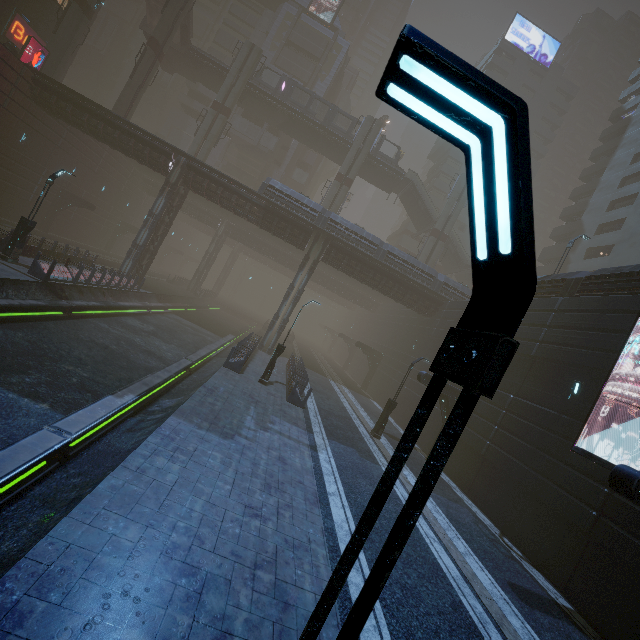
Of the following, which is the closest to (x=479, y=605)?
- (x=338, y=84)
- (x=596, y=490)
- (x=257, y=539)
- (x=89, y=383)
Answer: (x=257, y=539)

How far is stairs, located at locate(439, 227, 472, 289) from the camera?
43.3 meters

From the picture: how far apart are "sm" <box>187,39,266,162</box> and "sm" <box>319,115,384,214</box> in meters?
12.9 m

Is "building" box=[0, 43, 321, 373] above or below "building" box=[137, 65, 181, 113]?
below

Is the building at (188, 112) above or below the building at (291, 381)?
above

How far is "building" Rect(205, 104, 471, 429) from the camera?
28.1 meters

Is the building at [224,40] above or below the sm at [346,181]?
above

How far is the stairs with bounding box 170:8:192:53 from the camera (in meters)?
35.95
